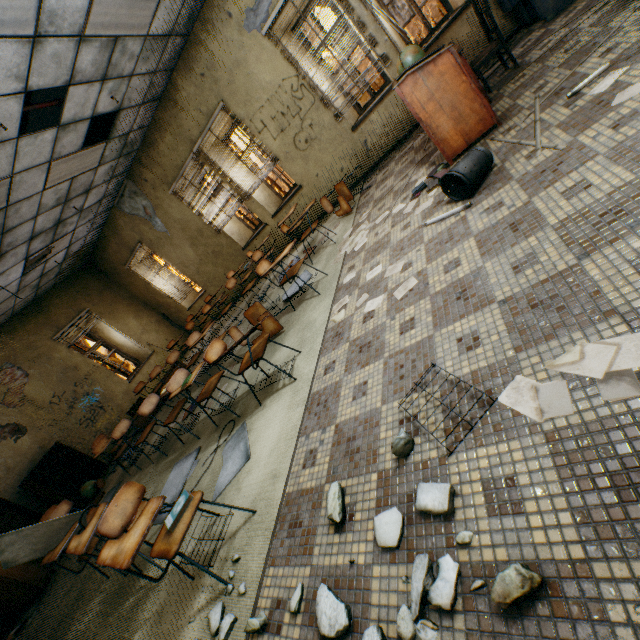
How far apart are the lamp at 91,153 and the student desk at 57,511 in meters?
5.0

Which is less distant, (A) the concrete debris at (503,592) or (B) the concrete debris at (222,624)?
(A) the concrete debris at (503,592)

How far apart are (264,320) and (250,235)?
5.35m

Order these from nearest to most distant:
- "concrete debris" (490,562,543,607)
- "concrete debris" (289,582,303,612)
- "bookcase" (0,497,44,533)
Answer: "concrete debris" (490,562,543,607)
"concrete debris" (289,582,303,612)
"bookcase" (0,497,44,533)

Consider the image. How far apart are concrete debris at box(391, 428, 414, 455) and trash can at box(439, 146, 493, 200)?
2.2m

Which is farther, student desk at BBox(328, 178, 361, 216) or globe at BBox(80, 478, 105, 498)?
globe at BBox(80, 478, 105, 498)

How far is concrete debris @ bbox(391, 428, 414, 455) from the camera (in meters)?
1.57

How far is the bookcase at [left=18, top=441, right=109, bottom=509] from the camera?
6.7m
